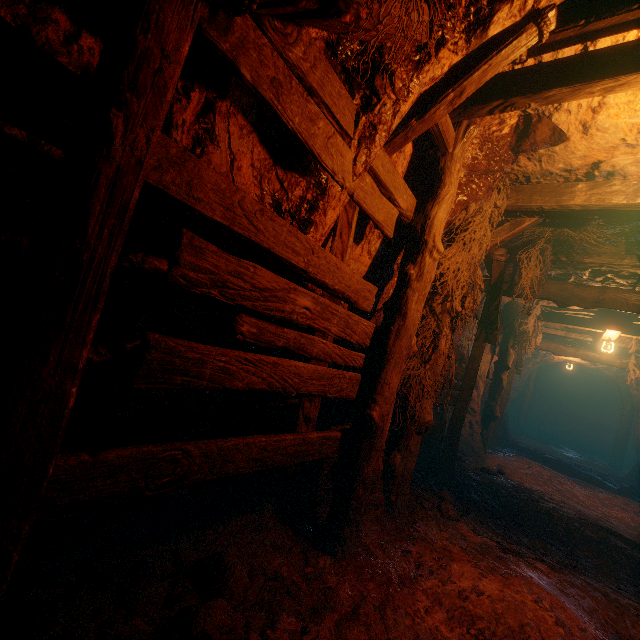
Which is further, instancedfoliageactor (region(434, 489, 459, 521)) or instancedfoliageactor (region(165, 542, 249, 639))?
instancedfoliageactor (region(434, 489, 459, 521))

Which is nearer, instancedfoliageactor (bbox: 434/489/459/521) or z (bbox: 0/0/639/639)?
z (bbox: 0/0/639/639)

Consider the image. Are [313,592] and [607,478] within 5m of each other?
no

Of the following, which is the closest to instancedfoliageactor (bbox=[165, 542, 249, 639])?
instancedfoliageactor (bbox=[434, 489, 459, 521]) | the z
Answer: the z

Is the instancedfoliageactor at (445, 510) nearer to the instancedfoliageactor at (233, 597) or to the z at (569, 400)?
the z at (569, 400)

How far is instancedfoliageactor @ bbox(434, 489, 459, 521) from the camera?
4.12m

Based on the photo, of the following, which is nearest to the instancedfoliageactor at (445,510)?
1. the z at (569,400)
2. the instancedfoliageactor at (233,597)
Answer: the z at (569,400)

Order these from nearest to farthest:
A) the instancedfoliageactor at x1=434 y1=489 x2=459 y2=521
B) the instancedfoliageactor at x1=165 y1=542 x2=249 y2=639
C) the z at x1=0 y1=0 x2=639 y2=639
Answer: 1. the z at x1=0 y1=0 x2=639 y2=639
2. the instancedfoliageactor at x1=165 y1=542 x2=249 y2=639
3. the instancedfoliageactor at x1=434 y1=489 x2=459 y2=521
